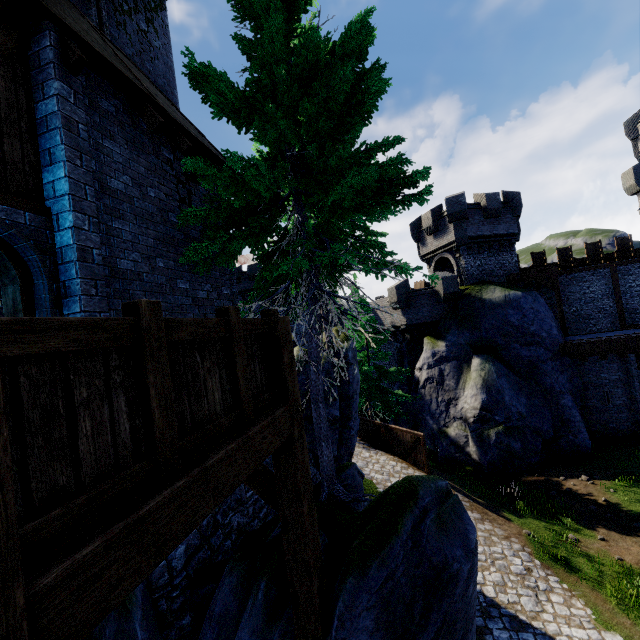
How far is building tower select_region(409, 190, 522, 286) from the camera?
24.0m

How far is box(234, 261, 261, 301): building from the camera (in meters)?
36.56

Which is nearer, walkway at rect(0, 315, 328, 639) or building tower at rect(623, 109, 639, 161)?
walkway at rect(0, 315, 328, 639)

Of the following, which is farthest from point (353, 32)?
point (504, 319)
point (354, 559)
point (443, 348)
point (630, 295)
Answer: point (630, 295)

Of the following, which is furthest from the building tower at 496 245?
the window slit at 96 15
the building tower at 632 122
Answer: the window slit at 96 15

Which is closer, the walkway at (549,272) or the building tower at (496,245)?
the walkway at (549,272)

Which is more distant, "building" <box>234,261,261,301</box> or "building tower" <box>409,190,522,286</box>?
"building" <box>234,261,261,301</box>

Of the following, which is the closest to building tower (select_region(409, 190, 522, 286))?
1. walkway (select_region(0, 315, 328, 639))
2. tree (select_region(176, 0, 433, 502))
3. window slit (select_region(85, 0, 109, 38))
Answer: tree (select_region(176, 0, 433, 502))
